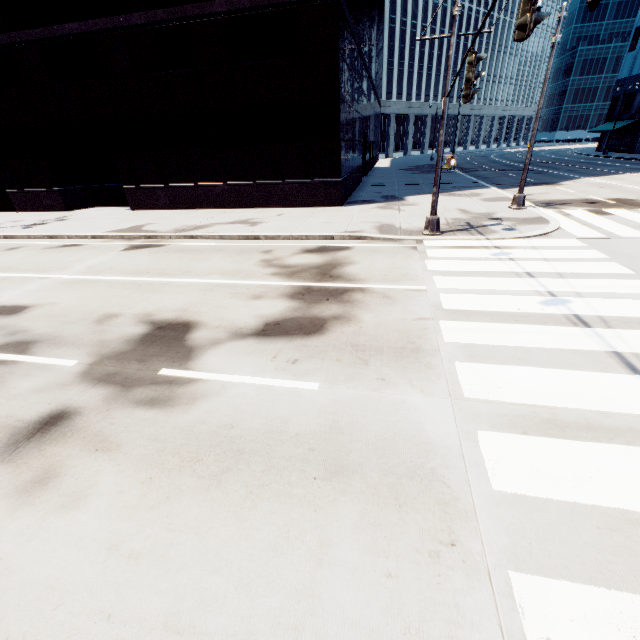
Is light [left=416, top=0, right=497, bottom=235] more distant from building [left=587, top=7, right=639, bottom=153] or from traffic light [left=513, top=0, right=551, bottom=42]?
building [left=587, top=7, right=639, bottom=153]

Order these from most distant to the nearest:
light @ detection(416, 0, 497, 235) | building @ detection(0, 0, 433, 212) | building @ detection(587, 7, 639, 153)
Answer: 1. building @ detection(587, 7, 639, 153)
2. building @ detection(0, 0, 433, 212)
3. light @ detection(416, 0, 497, 235)

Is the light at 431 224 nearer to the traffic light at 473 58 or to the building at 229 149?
the traffic light at 473 58

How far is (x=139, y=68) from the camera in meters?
15.5

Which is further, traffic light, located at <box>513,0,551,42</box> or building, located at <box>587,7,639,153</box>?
building, located at <box>587,7,639,153</box>

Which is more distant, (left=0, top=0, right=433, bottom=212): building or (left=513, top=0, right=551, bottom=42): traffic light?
(left=0, top=0, right=433, bottom=212): building

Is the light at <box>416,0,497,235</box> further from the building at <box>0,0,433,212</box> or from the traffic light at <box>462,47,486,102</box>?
the building at <box>0,0,433,212</box>

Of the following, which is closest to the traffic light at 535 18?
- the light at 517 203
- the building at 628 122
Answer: the light at 517 203
